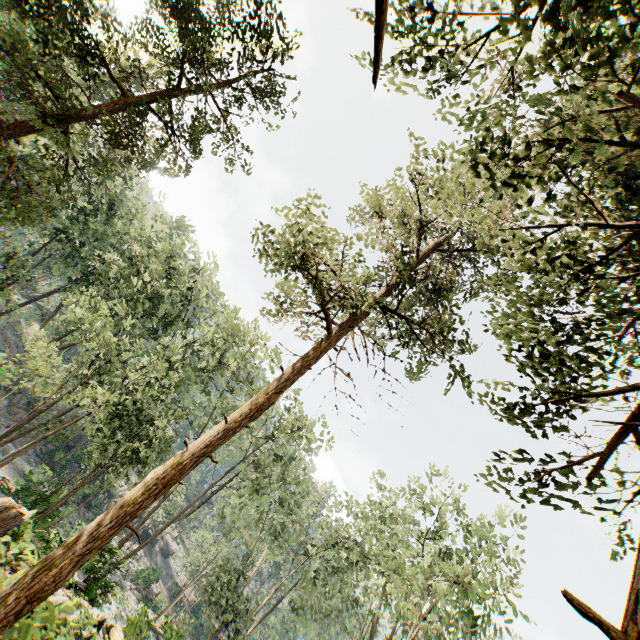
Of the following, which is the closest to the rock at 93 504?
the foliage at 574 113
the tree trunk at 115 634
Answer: the foliage at 574 113

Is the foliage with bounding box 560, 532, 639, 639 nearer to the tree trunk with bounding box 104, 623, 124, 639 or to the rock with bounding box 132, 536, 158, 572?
the rock with bounding box 132, 536, 158, 572

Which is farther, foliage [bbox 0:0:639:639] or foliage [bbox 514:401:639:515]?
foliage [bbox 0:0:639:639]

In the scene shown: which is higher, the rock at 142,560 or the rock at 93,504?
the rock at 93,504

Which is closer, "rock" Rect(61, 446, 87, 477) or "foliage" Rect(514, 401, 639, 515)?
"foliage" Rect(514, 401, 639, 515)

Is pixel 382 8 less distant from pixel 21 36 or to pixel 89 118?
pixel 89 118

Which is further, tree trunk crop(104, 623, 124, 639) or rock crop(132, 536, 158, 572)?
rock crop(132, 536, 158, 572)
